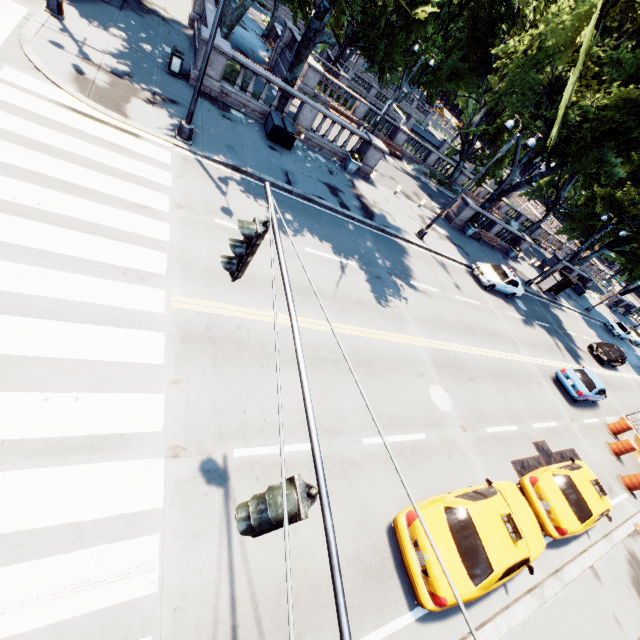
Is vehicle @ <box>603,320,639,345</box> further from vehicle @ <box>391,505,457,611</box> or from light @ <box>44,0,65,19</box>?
light @ <box>44,0,65,19</box>

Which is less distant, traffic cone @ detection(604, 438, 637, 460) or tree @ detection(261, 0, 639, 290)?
traffic cone @ detection(604, 438, 637, 460)

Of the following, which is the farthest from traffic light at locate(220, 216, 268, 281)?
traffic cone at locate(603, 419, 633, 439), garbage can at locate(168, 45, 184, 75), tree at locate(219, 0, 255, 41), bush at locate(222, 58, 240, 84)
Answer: traffic cone at locate(603, 419, 633, 439)

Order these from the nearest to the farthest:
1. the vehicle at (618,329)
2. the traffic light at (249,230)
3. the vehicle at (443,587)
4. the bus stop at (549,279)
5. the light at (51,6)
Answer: the traffic light at (249,230) < the vehicle at (443,587) < the light at (51,6) < the bus stop at (549,279) < the vehicle at (618,329)

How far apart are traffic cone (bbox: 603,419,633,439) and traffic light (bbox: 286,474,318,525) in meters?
24.0 m

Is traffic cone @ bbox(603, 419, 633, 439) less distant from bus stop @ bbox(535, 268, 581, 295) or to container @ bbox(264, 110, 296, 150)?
bus stop @ bbox(535, 268, 581, 295)

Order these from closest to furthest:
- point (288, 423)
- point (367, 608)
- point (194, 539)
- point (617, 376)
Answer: point (194, 539)
point (367, 608)
point (288, 423)
point (617, 376)

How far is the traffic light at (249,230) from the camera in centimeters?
366cm
